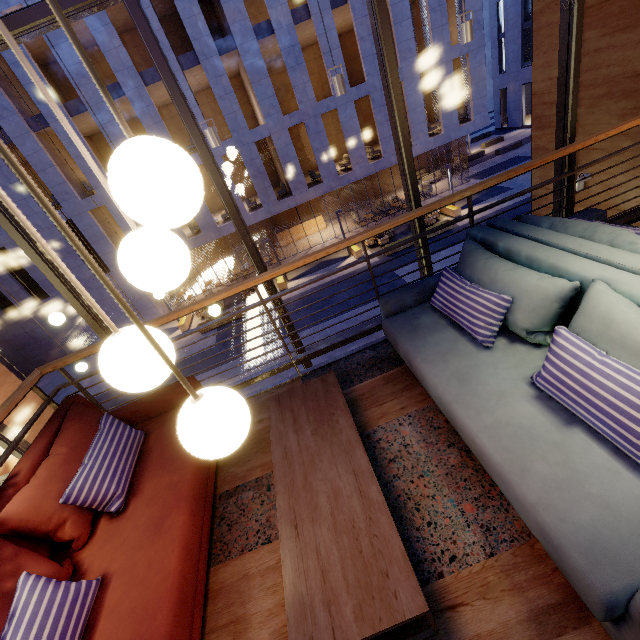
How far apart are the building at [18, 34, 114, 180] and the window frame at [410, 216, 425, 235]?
16.8 meters

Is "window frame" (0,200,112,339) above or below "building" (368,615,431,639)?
above

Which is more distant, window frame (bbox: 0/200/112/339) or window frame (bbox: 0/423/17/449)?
window frame (bbox: 0/423/17/449)

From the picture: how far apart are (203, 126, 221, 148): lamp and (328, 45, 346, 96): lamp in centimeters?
177cm

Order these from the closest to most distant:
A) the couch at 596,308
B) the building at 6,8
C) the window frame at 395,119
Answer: the couch at 596,308 < the window frame at 395,119 < the building at 6,8

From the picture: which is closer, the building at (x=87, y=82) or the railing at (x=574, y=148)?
the railing at (x=574, y=148)

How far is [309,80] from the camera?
17.0 meters

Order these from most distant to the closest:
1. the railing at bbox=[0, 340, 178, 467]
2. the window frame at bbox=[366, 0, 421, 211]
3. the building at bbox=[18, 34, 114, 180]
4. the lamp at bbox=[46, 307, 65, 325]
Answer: the building at bbox=[18, 34, 114, 180], the lamp at bbox=[46, 307, 65, 325], the window frame at bbox=[366, 0, 421, 211], the railing at bbox=[0, 340, 178, 467]
